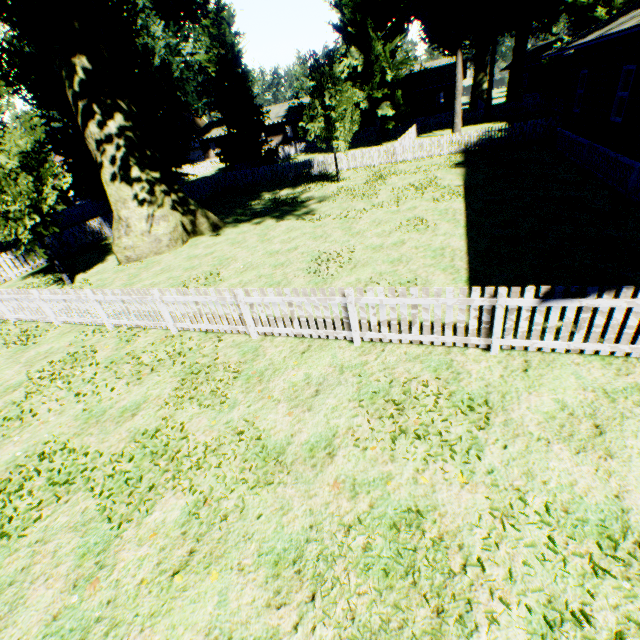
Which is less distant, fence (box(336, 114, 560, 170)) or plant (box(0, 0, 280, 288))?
plant (box(0, 0, 280, 288))

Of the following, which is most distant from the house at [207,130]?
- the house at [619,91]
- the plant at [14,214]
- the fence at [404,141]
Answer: the house at [619,91]

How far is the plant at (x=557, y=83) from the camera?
27.06m

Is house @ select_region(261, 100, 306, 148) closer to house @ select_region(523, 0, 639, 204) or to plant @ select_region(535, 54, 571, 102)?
plant @ select_region(535, 54, 571, 102)

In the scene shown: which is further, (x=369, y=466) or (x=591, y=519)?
(x=369, y=466)

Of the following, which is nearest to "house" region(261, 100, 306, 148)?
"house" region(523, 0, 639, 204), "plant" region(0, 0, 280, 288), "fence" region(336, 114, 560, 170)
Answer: "fence" region(336, 114, 560, 170)

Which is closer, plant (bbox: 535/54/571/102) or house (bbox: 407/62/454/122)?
plant (bbox: 535/54/571/102)

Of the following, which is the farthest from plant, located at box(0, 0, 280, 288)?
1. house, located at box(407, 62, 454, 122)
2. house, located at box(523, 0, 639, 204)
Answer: house, located at box(407, 62, 454, 122)
